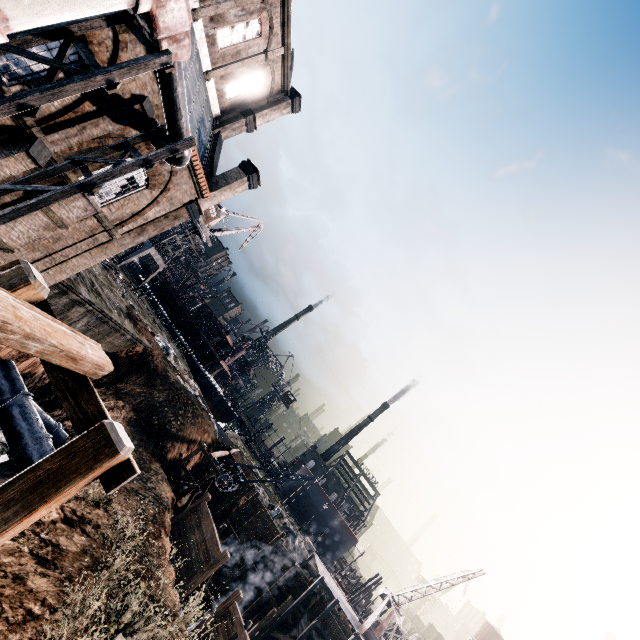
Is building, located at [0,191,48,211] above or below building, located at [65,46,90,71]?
below

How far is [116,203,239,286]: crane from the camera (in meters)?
48.47

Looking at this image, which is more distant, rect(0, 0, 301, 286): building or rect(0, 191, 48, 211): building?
rect(0, 0, 301, 286): building

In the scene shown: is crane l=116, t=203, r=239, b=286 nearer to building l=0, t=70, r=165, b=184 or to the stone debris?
building l=0, t=70, r=165, b=184

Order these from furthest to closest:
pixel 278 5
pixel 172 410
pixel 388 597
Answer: pixel 388 597 → pixel 172 410 → pixel 278 5

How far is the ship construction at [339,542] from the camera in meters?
56.2

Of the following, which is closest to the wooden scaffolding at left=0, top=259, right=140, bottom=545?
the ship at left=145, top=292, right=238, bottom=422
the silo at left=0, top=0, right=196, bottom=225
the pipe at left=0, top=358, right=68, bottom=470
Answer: the silo at left=0, top=0, right=196, bottom=225

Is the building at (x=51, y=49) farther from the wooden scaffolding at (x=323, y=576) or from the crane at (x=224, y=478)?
the wooden scaffolding at (x=323, y=576)
